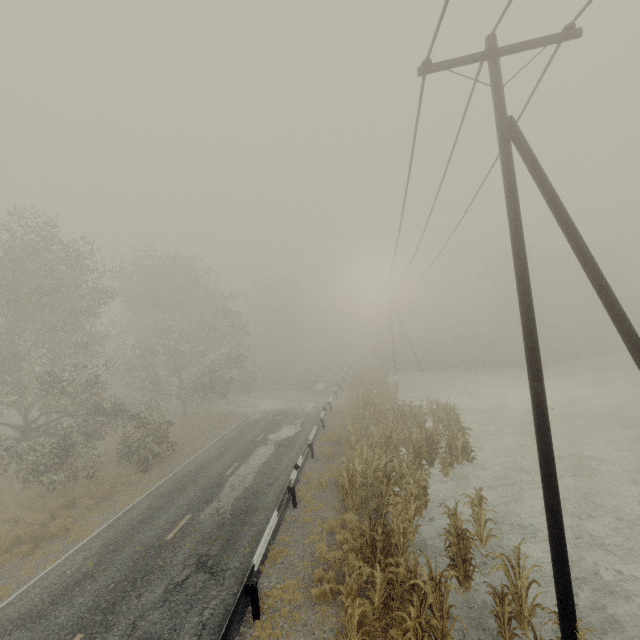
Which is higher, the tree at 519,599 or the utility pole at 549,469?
the utility pole at 549,469

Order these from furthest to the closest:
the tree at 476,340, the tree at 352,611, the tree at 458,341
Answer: the tree at 476,340, the tree at 458,341, the tree at 352,611

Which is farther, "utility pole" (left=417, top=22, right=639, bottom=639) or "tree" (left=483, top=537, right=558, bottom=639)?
"tree" (left=483, top=537, right=558, bottom=639)

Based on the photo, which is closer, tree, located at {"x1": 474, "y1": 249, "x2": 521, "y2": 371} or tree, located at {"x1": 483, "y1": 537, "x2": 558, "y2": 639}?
tree, located at {"x1": 483, "y1": 537, "x2": 558, "y2": 639}

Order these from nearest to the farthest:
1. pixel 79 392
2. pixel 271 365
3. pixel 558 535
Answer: pixel 558 535 < pixel 79 392 < pixel 271 365

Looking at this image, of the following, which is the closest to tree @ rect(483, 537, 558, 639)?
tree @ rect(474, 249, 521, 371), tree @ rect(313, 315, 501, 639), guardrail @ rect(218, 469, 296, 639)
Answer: tree @ rect(313, 315, 501, 639)

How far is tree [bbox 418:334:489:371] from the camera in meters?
40.7 m
